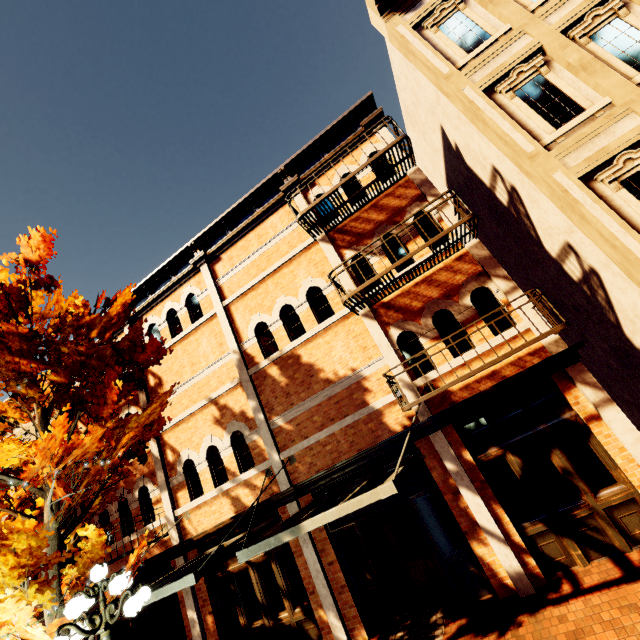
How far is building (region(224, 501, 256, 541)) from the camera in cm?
843

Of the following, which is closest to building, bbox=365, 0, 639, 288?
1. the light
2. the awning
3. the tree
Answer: the tree

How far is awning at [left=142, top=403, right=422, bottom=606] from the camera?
4.8m

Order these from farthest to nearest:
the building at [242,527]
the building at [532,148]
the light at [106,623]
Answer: the building at [242,527] < the building at [532,148] < the light at [106,623]

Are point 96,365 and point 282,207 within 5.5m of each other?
no

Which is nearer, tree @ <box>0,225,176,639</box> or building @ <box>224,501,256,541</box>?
tree @ <box>0,225,176,639</box>

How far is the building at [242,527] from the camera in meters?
8.4 m
